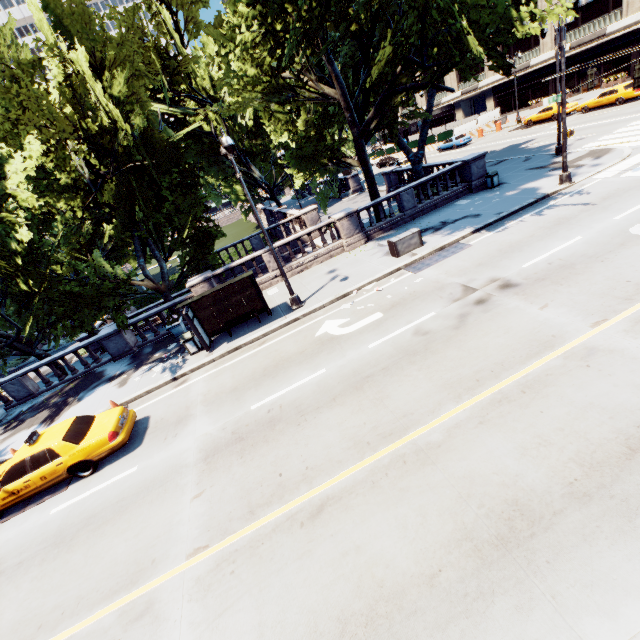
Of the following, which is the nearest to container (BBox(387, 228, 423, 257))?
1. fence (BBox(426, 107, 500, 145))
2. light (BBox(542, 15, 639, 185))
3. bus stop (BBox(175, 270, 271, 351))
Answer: bus stop (BBox(175, 270, 271, 351))

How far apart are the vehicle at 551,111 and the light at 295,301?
36.79m

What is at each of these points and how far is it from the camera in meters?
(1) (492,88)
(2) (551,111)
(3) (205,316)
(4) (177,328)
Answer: (1) building, 53.0
(2) vehicle, 33.5
(3) bus stop, 14.6
(4) planter, 17.1

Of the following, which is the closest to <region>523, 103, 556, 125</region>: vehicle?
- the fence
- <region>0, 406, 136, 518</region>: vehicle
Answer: the fence

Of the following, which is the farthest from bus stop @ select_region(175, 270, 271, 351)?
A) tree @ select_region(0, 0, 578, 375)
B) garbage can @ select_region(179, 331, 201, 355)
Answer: tree @ select_region(0, 0, 578, 375)

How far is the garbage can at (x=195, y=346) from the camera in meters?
14.2 m

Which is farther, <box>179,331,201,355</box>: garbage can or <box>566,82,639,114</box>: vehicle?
<box>566,82,639,114</box>: vehicle

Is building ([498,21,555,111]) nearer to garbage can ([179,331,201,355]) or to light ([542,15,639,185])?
light ([542,15,639,185])
